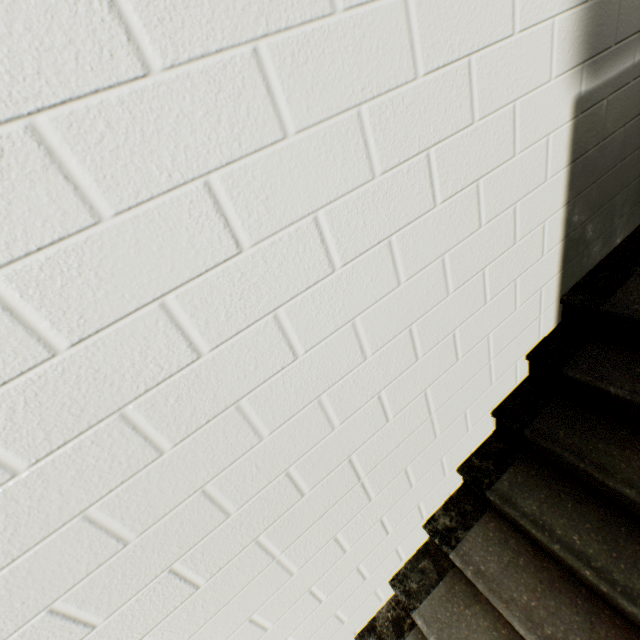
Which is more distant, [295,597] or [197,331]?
[295,597]
